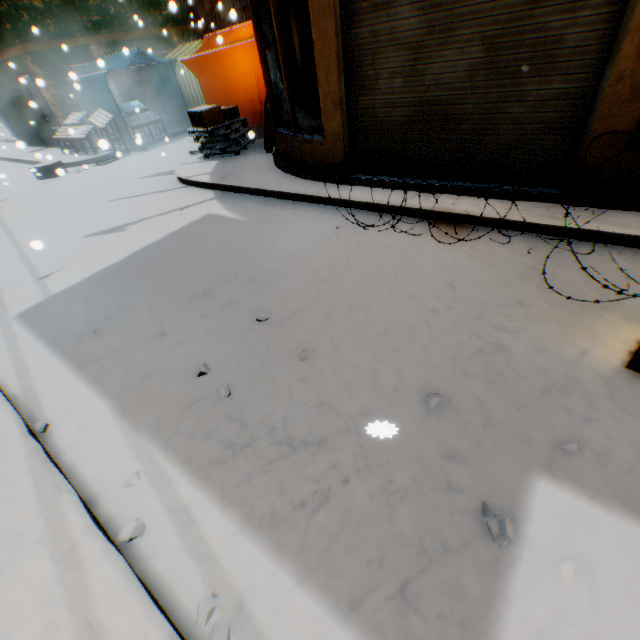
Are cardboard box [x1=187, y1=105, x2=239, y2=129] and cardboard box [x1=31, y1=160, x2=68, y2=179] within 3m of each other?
no

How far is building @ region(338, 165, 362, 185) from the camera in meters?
5.4 m

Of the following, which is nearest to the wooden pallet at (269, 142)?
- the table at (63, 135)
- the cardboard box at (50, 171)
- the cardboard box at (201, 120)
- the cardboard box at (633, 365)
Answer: the cardboard box at (201, 120)

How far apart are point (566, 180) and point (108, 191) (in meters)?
9.56

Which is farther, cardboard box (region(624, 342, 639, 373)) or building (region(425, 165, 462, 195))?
building (region(425, 165, 462, 195))

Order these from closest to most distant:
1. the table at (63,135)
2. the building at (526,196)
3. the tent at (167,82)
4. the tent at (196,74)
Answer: the building at (526,196) < the tent at (196,74) < the tent at (167,82) < the table at (63,135)

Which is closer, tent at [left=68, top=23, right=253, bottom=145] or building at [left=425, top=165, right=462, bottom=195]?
building at [left=425, top=165, right=462, bottom=195]

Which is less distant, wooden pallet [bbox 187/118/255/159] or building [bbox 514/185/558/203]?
building [bbox 514/185/558/203]
